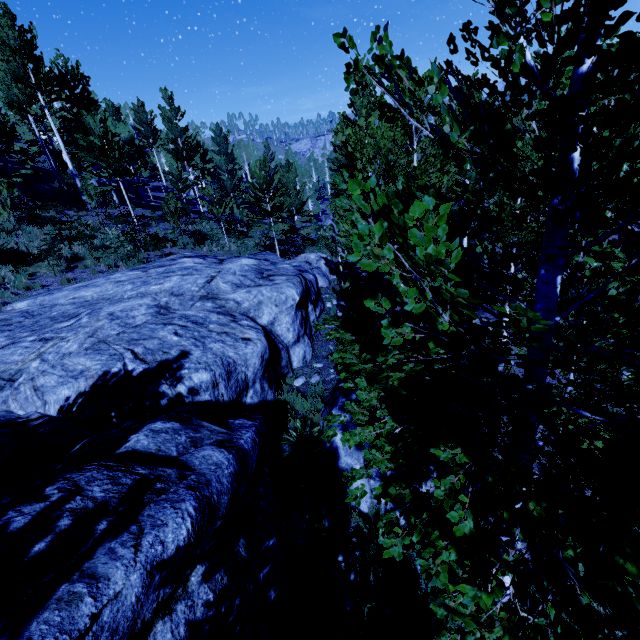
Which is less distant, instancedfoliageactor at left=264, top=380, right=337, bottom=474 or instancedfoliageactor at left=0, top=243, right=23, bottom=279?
instancedfoliageactor at left=264, top=380, right=337, bottom=474

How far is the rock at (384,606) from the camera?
4.4m

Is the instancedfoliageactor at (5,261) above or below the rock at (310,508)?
above

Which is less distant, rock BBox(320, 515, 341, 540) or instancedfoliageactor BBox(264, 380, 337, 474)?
rock BBox(320, 515, 341, 540)

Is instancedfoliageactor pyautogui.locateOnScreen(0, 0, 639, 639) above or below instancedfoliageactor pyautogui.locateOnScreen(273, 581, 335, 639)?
above

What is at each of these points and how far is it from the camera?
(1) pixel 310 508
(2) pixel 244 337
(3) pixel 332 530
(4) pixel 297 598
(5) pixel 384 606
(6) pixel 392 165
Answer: (1) rock, 5.79m
(2) rock, 7.54m
(3) rock, 5.48m
(4) instancedfoliageactor, 4.48m
(5) rock, 4.50m
(6) instancedfoliageactor, 7.57m

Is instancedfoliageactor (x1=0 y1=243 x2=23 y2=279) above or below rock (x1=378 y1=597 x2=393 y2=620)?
above
